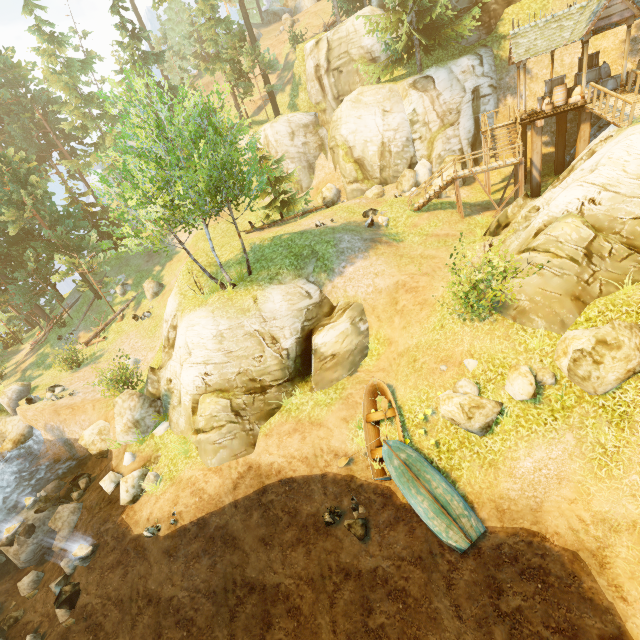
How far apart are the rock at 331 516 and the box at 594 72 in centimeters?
Result: 2676cm

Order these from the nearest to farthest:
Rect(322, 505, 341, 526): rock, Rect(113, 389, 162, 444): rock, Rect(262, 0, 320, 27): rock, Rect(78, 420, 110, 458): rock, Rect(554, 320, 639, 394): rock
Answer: Rect(554, 320, 639, 394): rock → Rect(322, 505, 341, 526): rock → Rect(113, 389, 162, 444): rock → Rect(78, 420, 110, 458): rock → Rect(262, 0, 320, 27): rock

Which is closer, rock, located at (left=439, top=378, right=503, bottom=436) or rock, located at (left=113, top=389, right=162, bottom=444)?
rock, located at (left=439, top=378, right=503, bottom=436)

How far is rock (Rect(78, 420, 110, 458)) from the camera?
18.1m

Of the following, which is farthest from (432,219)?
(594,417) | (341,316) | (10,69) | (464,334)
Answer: (10,69)

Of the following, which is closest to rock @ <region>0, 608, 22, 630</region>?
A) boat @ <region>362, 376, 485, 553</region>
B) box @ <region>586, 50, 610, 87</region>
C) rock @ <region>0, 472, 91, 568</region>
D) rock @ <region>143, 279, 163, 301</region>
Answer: rock @ <region>0, 472, 91, 568</region>

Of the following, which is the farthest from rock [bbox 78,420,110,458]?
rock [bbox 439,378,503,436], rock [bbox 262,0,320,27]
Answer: rock [bbox 262,0,320,27]

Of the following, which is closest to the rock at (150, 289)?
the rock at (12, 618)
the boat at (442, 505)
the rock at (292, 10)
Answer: the rock at (12, 618)
